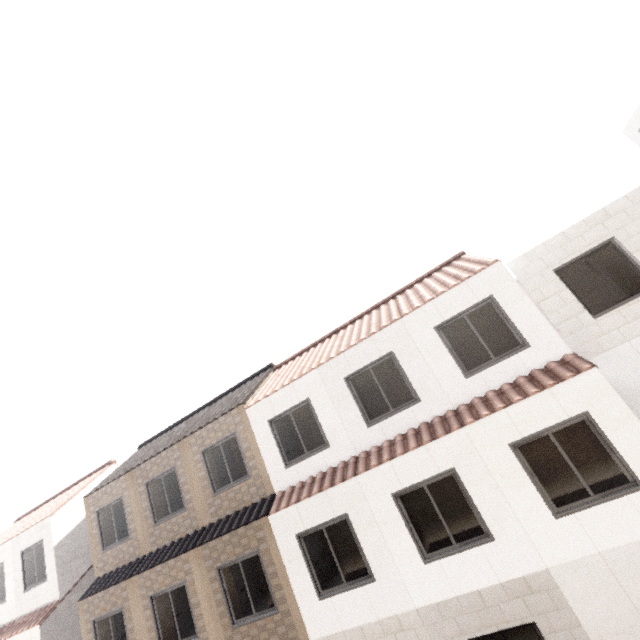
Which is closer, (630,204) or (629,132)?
(630,204)
